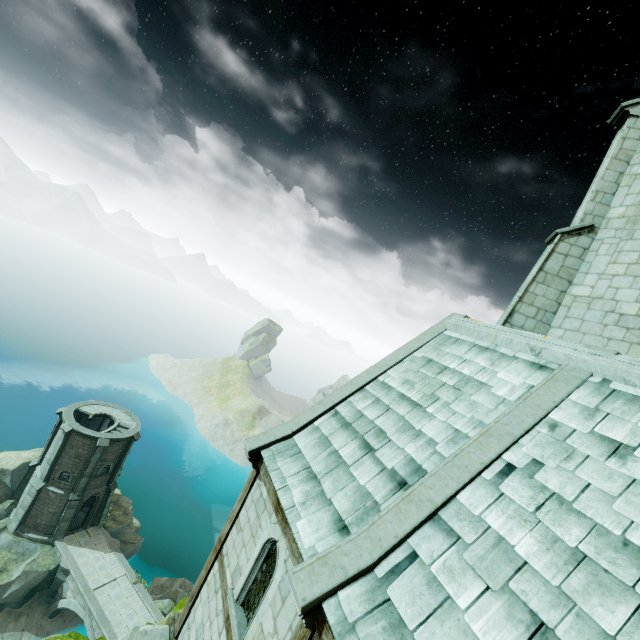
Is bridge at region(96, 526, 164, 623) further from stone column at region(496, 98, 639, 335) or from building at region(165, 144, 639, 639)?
stone column at region(496, 98, 639, 335)

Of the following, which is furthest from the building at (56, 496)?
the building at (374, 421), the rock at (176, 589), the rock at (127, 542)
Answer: the building at (374, 421)

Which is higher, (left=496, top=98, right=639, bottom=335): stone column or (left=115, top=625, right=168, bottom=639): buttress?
(left=496, top=98, right=639, bottom=335): stone column

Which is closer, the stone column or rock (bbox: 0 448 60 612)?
the stone column

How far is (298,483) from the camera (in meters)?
6.98

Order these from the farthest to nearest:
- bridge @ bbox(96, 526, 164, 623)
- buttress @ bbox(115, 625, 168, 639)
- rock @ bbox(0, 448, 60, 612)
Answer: bridge @ bbox(96, 526, 164, 623) < rock @ bbox(0, 448, 60, 612) < buttress @ bbox(115, 625, 168, 639)

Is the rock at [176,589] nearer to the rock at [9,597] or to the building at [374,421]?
the rock at [9,597]

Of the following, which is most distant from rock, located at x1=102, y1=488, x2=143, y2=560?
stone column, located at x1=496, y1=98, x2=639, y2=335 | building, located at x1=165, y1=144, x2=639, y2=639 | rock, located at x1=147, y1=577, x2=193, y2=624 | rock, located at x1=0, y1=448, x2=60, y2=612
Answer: stone column, located at x1=496, y1=98, x2=639, y2=335
